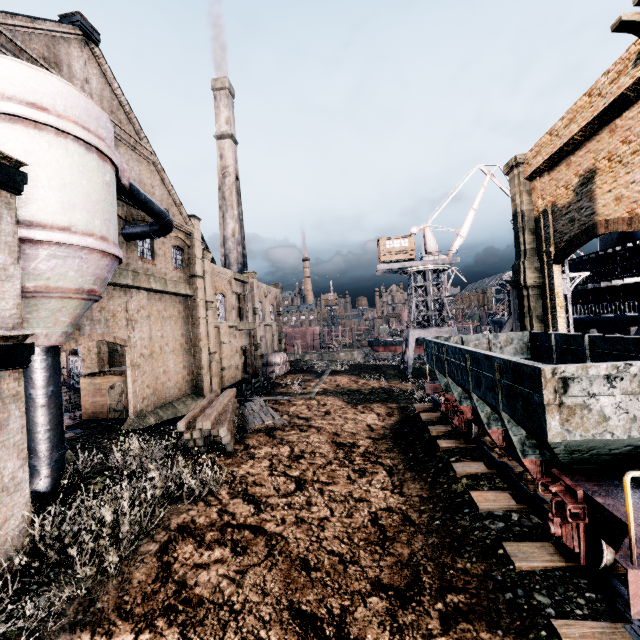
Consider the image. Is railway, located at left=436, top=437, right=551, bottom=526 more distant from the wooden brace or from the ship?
the ship

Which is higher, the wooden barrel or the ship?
the ship

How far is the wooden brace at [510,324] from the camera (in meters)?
24.27

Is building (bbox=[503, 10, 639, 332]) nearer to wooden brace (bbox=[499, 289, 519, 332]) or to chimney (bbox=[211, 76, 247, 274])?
chimney (bbox=[211, 76, 247, 274])

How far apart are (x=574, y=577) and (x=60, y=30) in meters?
27.0 m

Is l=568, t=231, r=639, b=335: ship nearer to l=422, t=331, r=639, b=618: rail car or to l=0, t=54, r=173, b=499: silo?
l=422, t=331, r=639, b=618: rail car

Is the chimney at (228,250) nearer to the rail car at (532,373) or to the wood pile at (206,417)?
the wood pile at (206,417)

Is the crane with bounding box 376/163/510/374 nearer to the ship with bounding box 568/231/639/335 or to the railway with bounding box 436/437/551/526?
the ship with bounding box 568/231/639/335
